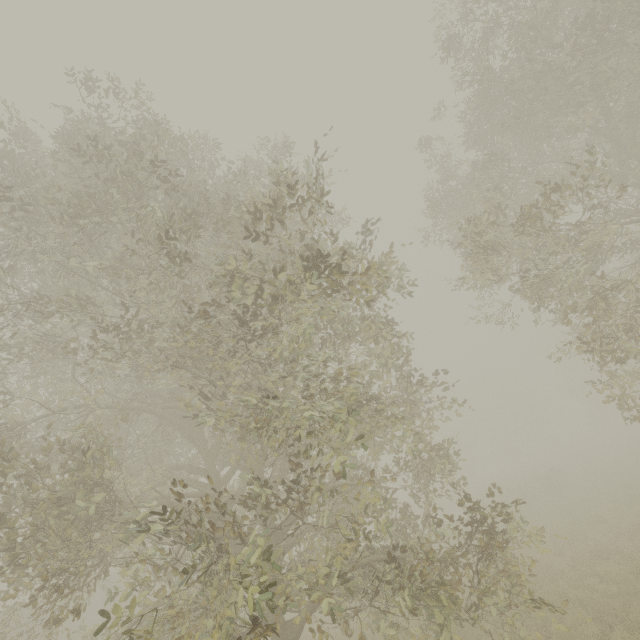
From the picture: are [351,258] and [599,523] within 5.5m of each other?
no

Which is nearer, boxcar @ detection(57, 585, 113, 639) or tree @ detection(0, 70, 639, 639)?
tree @ detection(0, 70, 639, 639)

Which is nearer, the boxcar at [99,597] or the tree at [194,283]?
the tree at [194,283]
